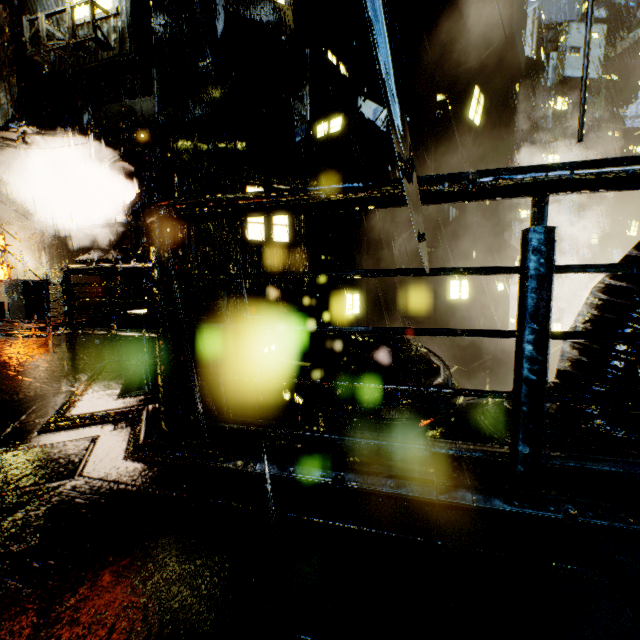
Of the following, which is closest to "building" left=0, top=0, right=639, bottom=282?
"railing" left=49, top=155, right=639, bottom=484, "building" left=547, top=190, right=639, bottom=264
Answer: "railing" left=49, top=155, right=639, bottom=484

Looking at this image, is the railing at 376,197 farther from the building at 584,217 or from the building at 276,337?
the building at 584,217

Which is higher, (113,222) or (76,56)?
(76,56)

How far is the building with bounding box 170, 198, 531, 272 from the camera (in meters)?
12.25

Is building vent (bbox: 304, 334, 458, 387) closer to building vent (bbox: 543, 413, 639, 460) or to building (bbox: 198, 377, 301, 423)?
building (bbox: 198, 377, 301, 423)

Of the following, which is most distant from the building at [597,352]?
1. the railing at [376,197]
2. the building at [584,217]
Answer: the building at [584,217]
